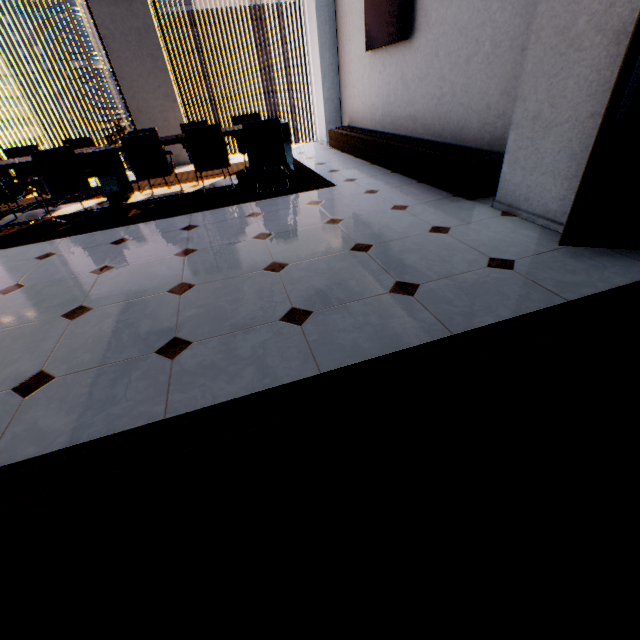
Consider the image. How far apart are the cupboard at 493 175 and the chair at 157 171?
3.08m

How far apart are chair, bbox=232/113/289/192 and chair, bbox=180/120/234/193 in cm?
34

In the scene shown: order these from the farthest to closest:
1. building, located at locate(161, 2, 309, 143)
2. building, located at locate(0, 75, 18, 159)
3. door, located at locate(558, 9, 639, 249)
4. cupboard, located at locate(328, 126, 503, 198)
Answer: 1. building, located at locate(0, 75, 18, 159)
2. building, located at locate(161, 2, 309, 143)
3. cupboard, located at locate(328, 126, 503, 198)
4. door, located at locate(558, 9, 639, 249)

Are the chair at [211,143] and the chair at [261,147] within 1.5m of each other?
yes

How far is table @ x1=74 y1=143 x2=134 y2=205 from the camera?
4.5m

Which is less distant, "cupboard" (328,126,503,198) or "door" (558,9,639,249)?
"door" (558,9,639,249)

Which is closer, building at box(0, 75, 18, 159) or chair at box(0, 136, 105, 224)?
chair at box(0, 136, 105, 224)

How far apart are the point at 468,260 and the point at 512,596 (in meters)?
2.00
